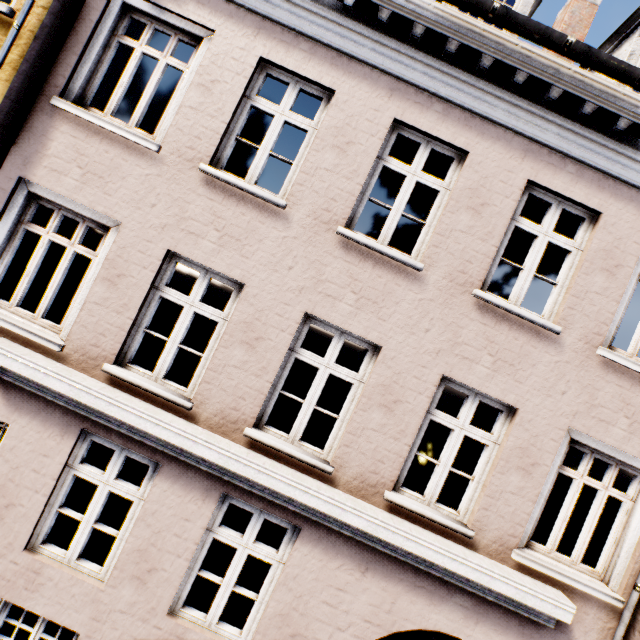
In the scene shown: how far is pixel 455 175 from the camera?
4.43m
